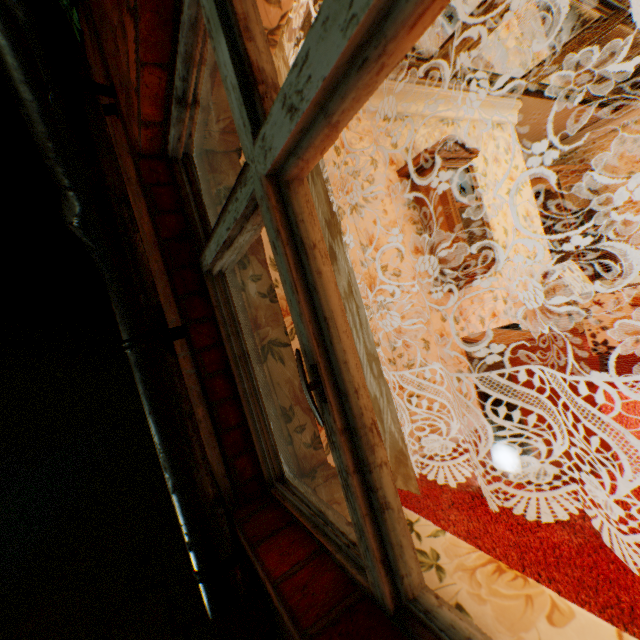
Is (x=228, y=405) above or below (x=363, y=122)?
below

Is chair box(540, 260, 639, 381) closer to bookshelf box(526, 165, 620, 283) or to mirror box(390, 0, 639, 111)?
bookshelf box(526, 165, 620, 283)

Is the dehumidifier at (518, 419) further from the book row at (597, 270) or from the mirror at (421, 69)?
the book row at (597, 270)

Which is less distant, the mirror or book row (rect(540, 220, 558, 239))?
the mirror

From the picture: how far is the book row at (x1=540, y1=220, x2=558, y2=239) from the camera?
4.7 meters

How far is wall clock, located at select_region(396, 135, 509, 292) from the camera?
2.6 meters

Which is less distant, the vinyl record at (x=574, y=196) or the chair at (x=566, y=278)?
the chair at (x=566, y=278)

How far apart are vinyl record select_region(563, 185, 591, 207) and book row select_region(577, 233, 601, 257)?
0.5m
